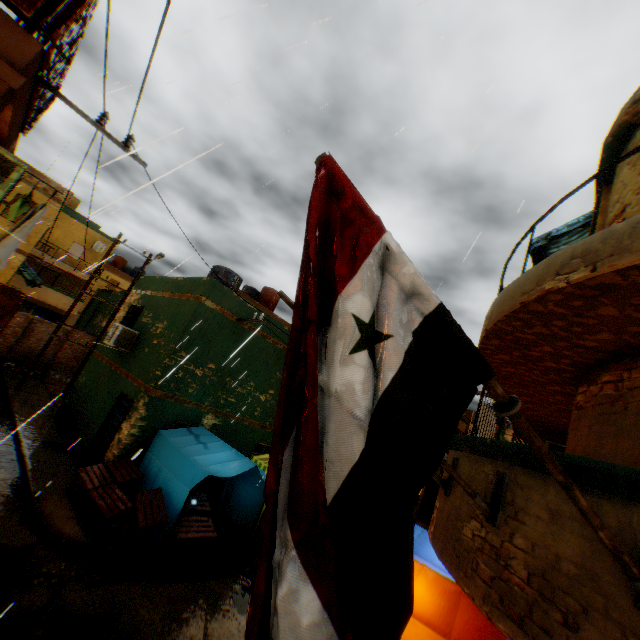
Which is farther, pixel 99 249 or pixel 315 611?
pixel 99 249

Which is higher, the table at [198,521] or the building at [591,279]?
the building at [591,279]

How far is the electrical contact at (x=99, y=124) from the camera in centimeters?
492cm

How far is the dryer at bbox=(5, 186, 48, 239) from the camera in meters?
5.7 m

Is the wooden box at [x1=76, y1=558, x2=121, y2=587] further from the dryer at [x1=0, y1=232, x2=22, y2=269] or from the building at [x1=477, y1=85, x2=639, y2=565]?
the dryer at [x1=0, y1=232, x2=22, y2=269]

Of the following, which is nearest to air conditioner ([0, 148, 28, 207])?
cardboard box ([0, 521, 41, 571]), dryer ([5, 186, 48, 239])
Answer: dryer ([5, 186, 48, 239])

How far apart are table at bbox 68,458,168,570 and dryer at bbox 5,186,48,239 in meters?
0.4

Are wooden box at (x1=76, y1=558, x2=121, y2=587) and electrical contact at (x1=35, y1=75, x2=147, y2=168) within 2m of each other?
no
